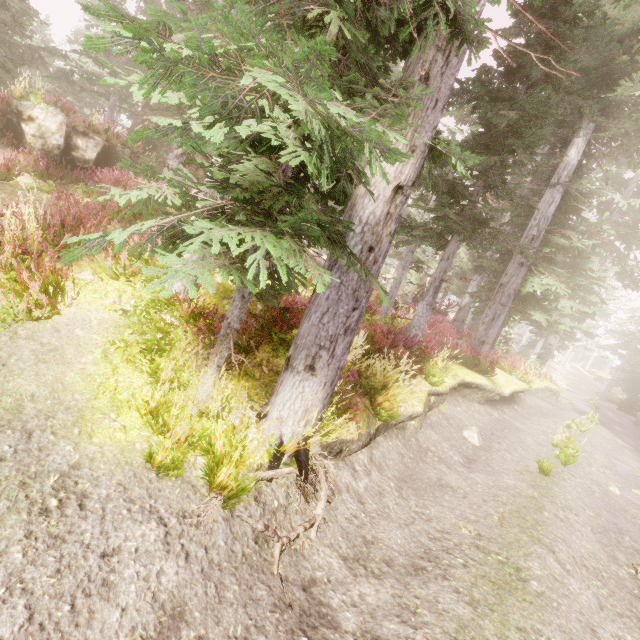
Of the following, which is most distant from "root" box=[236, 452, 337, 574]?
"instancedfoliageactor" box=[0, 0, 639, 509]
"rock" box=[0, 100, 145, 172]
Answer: "rock" box=[0, 100, 145, 172]

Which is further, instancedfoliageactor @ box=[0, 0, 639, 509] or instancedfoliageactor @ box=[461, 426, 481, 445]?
instancedfoliageactor @ box=[461, 426, 481, 445]

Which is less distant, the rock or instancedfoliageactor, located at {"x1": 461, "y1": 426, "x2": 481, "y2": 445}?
instancedfoliageactor, located at {"x1": 461, "y1": 426, "x2": 481, "y2": 445}

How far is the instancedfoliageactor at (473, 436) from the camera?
9.38m

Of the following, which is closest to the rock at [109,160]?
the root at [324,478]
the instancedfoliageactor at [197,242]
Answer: the instancedfoliageactor at [197,242]

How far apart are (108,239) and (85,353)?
1.9 meters

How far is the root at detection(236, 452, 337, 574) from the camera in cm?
320

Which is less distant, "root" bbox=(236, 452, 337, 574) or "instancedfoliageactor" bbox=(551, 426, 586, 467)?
"root" bbox=(236, 452, 337, 574)
